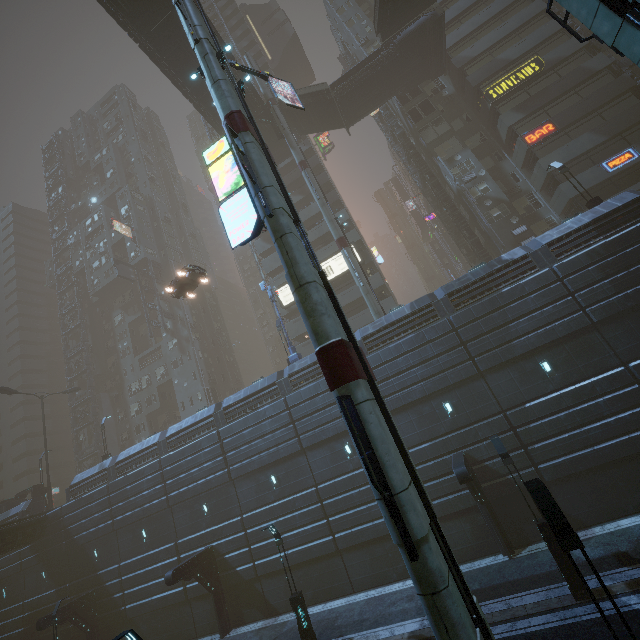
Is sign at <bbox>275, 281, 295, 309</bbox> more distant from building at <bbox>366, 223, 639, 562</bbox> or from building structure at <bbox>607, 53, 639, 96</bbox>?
building structure at <bbox>607, 53, 639, 96</bbox>

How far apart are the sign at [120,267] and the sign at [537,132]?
49.7 meters

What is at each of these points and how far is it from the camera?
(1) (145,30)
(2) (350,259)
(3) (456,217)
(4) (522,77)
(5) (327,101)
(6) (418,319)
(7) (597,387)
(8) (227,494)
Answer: (1) bridge, 25.0 meters
(2) sm, 25.3 meters
(3) building structure, 32.8 meters
(4) sign, 29.8 meters
(5) stairs, 33.3 meters
(6) building, 20.3 meters
(7) building, 15.9 meters
(8) building, 22.6 meters

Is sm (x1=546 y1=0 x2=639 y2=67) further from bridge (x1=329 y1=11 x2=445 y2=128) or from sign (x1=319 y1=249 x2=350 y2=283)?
bridge (x1=329 y1=11 x2=445 y2=128)

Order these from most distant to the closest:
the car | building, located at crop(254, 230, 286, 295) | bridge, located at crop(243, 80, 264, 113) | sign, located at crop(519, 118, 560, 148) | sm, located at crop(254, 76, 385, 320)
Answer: building, located at crop(254, 230, 286, 295) → bridge, located at crop(243, 80, 264, 113) → sign, located at crop(519, 118, 560, 148) → sm, located at crop(254, 76, 385, 320) → the car

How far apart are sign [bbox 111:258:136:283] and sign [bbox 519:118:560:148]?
49.73m

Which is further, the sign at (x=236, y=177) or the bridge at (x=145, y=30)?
the bridge at (x=145, y=30)

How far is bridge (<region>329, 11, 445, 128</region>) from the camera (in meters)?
30.05
